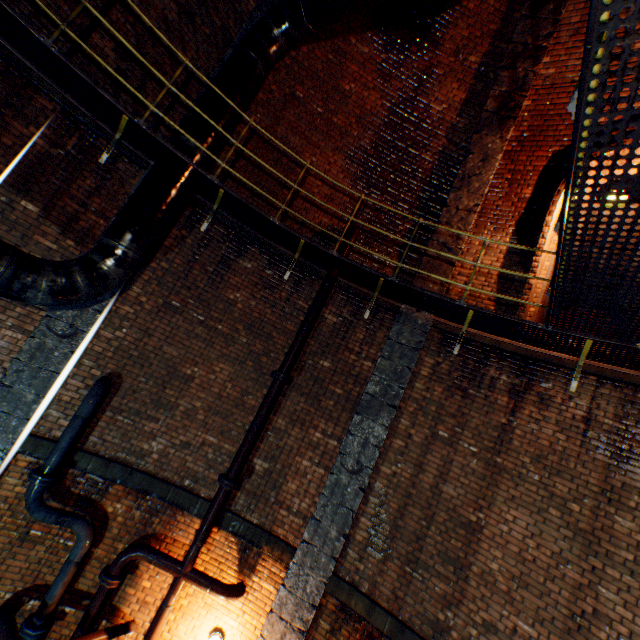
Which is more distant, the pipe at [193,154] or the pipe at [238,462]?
A: the pipe at [238,462]

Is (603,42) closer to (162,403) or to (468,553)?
(468,553)

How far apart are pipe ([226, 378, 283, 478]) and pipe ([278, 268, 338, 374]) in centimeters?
15cm

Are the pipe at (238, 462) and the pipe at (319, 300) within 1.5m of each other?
yes

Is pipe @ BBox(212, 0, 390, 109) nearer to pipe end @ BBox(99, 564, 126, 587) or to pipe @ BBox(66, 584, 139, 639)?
pipe @ BBox(66, 584, 139, 639)

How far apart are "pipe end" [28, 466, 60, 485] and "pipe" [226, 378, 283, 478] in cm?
254

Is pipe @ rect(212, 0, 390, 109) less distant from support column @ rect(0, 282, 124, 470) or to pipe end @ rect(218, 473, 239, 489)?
A: support column @ rect(0, 282, 124, 470)

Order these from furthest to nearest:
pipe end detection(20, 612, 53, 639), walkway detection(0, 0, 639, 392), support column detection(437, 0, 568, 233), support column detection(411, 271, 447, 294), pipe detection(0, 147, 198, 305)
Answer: support column detection(411, 271, 447, 294) < support column detection(437, 0, 568, 233) < pipe end detection(20, 612, 53, 639) < pipe detection(0, 147, 198, 305) < walkway detection(0, 0, 639, 392)
